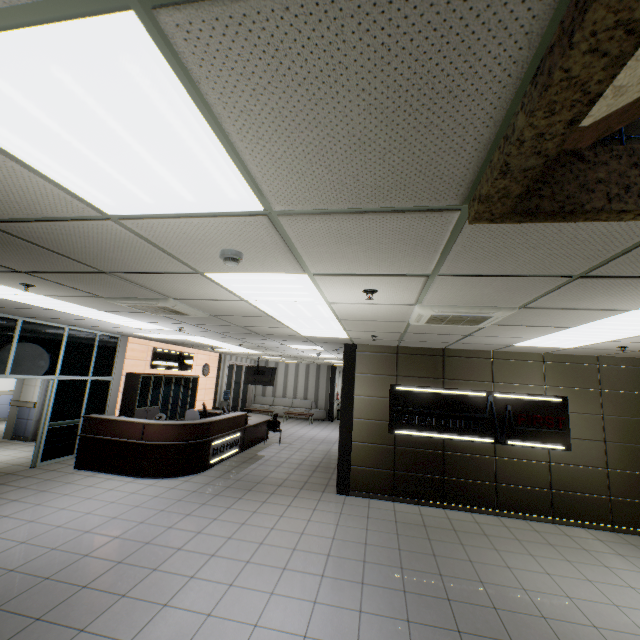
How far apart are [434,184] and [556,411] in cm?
710

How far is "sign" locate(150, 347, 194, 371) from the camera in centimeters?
1097cm

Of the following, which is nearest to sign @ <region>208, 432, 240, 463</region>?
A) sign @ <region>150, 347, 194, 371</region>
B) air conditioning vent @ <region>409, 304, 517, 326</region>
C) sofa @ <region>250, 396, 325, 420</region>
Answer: sign @ <region>150, 347, 194, 371</region>

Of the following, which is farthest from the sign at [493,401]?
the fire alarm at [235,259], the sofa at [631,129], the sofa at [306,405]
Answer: the sofa at [306,405]

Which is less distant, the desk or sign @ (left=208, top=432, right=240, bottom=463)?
the desk

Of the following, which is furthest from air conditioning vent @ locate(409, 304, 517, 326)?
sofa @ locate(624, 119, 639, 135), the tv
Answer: the tv

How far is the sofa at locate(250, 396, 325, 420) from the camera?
18.5m

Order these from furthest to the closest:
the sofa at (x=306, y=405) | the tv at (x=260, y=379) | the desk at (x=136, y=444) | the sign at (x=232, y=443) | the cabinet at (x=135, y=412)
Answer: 1. the sofa at (x=306, y=405)
2. the tv at (x=260, y=379)
3. the cabinet at (x=135, y=412)
4. the sign at (x=232, y=443)
5. the desk at (x=136, y=444)
